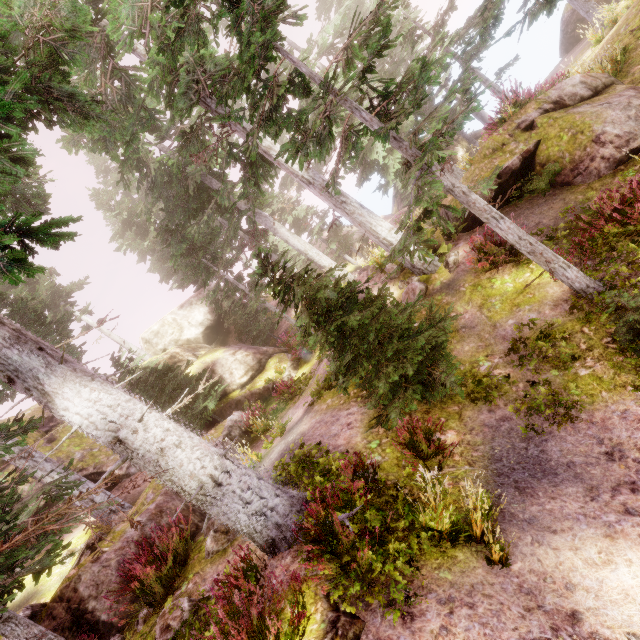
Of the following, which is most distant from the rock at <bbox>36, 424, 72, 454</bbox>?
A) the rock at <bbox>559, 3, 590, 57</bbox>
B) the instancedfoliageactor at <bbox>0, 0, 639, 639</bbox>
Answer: the rock at <bbox>559, 3, 590, 57</bbox>

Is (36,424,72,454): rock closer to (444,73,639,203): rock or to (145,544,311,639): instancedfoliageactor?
(145,544,311,639): instancedfoliageactor

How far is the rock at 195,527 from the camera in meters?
8.2 m

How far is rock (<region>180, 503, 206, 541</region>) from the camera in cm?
816

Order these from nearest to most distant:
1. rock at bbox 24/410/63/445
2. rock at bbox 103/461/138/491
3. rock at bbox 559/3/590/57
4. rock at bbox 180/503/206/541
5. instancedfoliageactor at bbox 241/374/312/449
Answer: rock at bbox 180/503/206/541 → instancedfoliageactor at bbox 241/374/312/449 → rock at bbox 103/461/138/491 → rock at bbox 24/410/63/445 → rock at bbox 559/3/590/57

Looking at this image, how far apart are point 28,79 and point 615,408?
11.8m
